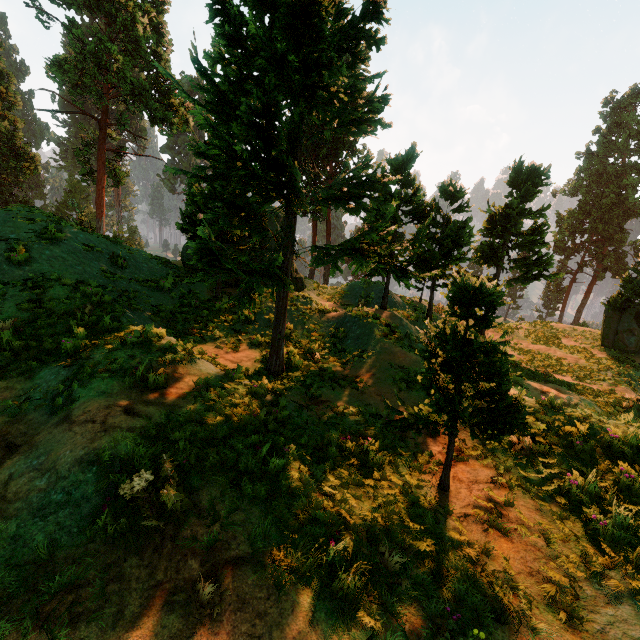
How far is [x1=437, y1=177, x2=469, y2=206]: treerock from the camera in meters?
13.5 m

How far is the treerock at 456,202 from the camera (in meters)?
13.49

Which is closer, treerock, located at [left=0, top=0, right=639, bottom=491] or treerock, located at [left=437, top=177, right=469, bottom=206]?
treerock, located at [left=0, top=0, right=639, bottom=491]

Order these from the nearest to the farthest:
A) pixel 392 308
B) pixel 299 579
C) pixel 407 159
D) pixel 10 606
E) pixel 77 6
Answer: pixel 10 606
pixel 299 579
pixel 407 159
pixel 392 308
pixel 77 6

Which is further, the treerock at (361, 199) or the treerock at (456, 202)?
the treerock at (456, 202)
